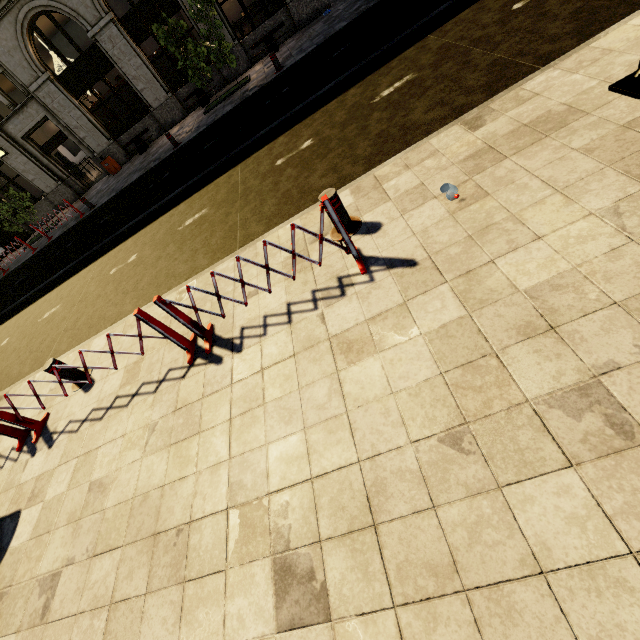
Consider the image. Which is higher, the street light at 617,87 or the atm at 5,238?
the atm at 5,238

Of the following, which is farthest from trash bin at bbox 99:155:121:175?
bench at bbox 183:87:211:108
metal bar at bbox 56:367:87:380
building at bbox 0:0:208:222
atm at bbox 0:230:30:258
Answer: metal bar at bbox 56:367:87:380

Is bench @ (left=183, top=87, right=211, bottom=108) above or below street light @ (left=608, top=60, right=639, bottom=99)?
above

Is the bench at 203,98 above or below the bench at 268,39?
below

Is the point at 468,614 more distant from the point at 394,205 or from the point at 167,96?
the point at 167,96

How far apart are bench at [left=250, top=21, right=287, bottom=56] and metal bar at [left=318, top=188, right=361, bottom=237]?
14.9m

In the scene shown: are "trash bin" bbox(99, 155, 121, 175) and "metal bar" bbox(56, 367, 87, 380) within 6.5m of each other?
no

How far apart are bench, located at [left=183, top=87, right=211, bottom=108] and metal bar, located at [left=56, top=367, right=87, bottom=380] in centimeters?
1497cm
